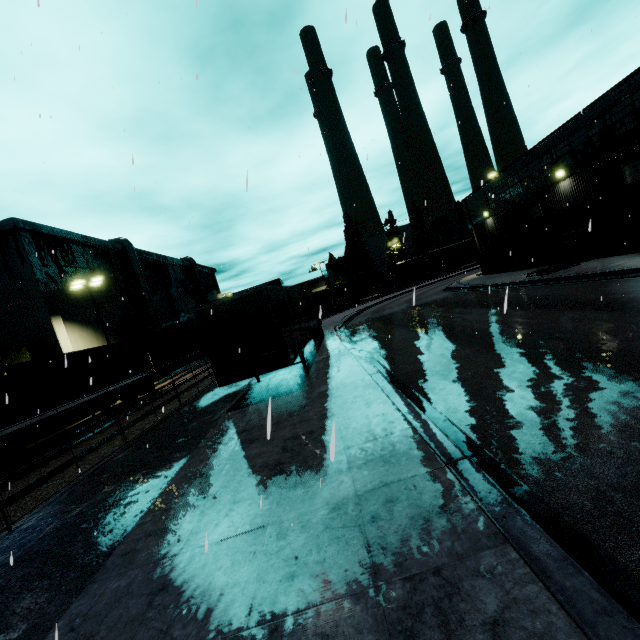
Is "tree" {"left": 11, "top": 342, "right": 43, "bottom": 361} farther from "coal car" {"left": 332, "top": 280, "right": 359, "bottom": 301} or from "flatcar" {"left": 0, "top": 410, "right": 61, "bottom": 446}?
"coal car" {"left": 332, "top": 280, "right": 359, "bottom": 301}

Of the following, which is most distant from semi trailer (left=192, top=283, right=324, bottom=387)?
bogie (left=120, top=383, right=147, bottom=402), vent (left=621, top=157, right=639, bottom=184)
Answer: bogie (left=120, top=383, right=147, bottom=402)

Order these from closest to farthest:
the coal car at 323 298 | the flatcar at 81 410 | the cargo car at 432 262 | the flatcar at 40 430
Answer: the flatcar at 40 430, the flatcar at 81 410, the coal car at 323 298, the cargo car at 432 262

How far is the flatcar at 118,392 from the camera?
18.4m

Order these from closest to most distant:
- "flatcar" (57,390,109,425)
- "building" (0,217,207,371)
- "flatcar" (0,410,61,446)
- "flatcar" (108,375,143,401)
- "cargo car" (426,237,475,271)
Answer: "flatcar" (0,410,61,446) < "flatcar" (57,390,109,425) < "flatcar" (108,375,143,401) < "building" (0,217,207,371) < "cargo car" (426,237,475,271)

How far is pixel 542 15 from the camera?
11.8 meters

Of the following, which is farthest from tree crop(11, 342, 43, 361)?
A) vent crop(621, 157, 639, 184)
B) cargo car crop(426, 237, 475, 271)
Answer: A: vent crop(621, 157, 639, 184)

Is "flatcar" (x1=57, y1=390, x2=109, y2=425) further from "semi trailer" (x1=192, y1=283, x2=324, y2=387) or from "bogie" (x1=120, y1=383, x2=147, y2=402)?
"semi trailer" (x1=192, y1=283, x2=324, y2=387)
